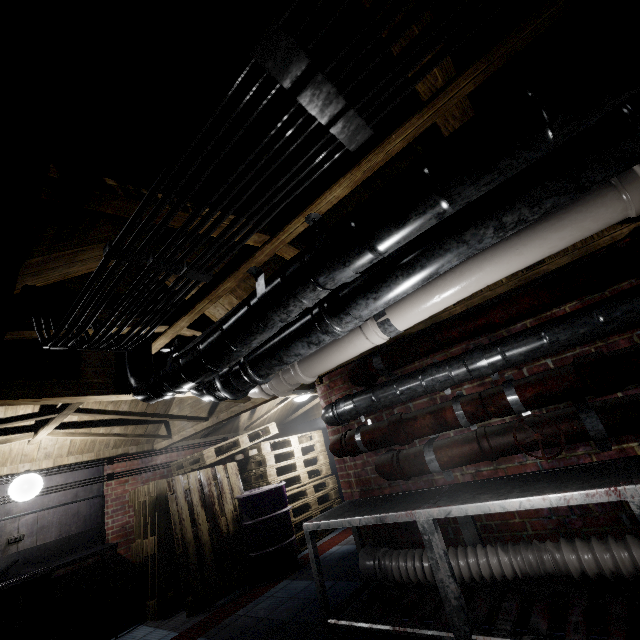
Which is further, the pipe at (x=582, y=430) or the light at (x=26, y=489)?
the light at (x=26, y=489)

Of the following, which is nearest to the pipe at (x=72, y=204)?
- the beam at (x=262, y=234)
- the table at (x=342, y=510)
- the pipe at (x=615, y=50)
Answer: the beam at (x=262, y=234)

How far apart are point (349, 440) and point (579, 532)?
1.5m

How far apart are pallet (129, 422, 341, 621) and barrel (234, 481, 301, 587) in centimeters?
1cm

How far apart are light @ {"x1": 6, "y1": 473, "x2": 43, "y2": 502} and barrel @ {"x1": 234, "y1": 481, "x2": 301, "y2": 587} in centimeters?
237cm

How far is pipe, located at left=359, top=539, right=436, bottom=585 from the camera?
2.1 meters

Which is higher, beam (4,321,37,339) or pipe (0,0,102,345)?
beam (4,321,37,339)

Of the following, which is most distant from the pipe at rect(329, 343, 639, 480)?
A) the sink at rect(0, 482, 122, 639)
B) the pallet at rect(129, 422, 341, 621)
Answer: the sink at rect(0, 482, 122, 639)
